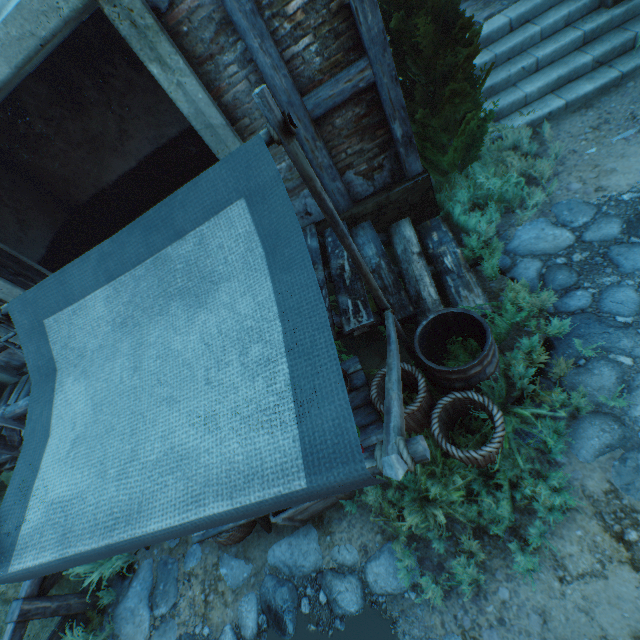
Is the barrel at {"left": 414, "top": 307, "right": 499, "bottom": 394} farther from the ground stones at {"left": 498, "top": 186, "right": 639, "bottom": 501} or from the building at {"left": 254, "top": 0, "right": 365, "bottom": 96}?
the building at {"left": 254, "top": 0, "right": 365, "bottom": 96}

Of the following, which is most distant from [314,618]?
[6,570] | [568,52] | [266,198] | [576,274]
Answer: [568,52]

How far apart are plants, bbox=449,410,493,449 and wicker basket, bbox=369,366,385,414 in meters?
0.0 m

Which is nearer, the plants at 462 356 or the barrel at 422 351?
the barrel at 422 351

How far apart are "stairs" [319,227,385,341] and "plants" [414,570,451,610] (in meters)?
2.23

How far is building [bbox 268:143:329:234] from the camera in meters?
3.9 m

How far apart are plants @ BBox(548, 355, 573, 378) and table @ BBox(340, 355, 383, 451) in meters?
0.3 m

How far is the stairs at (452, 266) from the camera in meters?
3.7 m
